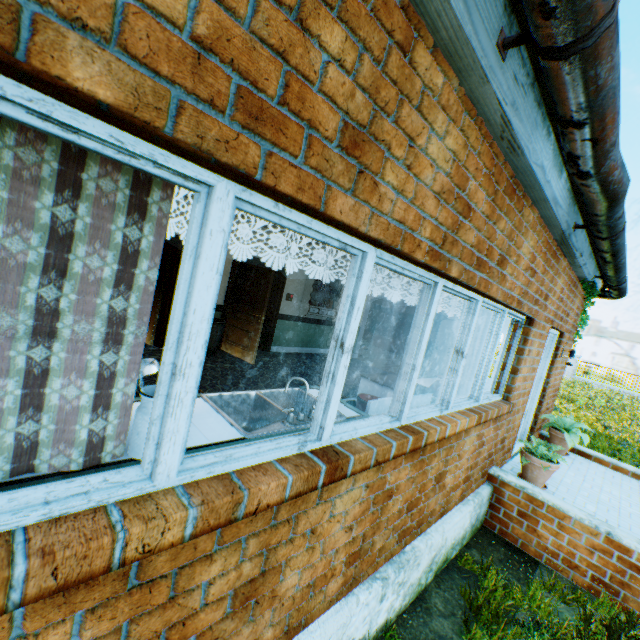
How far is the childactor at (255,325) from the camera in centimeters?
734cm

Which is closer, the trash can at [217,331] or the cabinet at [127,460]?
the cabinet at [127,460]

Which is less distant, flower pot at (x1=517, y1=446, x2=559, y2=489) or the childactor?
flower pot at (x1=517, y1=446, x2=559, y2=489)

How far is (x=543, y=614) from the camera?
3.1 meters

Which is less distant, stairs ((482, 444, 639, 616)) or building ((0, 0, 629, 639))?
building ((0, 0, 629, 639))

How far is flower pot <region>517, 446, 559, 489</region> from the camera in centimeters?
442cm

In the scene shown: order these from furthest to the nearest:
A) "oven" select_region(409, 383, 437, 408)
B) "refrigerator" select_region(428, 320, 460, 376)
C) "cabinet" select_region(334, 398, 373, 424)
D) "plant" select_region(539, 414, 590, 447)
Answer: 1. "refrigerator" select_region(428, 320, 460, 376)
2. "plant" select_region(539, 414, 590, 447)
3. "oven" select_region(409, 383, 437, 408)
4. "cabinet" select_region(334, 398, 373, 424)

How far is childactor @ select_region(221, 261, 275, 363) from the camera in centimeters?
734cm
